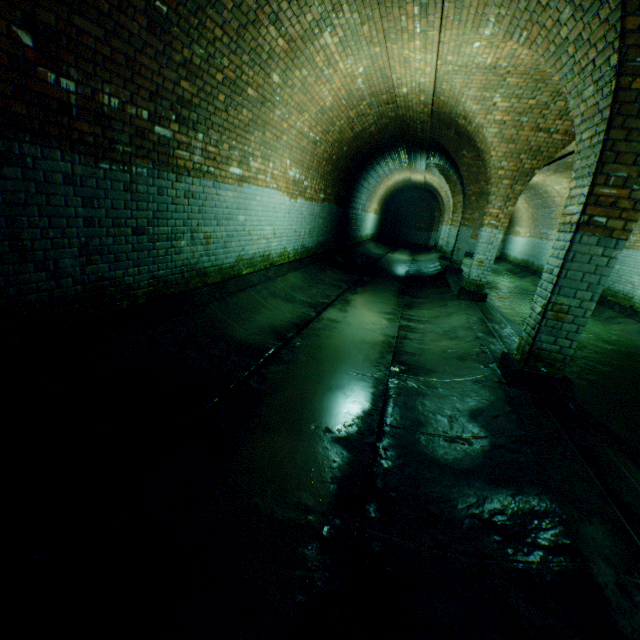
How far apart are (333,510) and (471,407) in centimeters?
202cm
